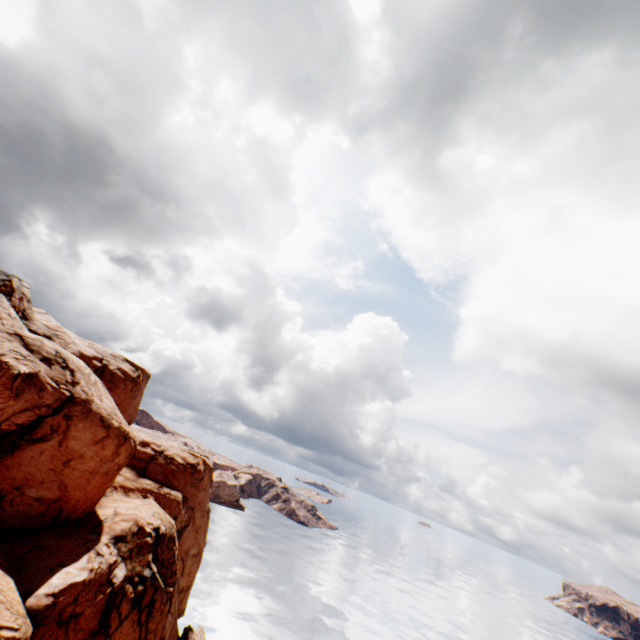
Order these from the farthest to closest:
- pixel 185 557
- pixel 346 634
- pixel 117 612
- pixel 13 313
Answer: pixel 346 634, pixel 185 557, pixel 13 313, pixel 117 612
